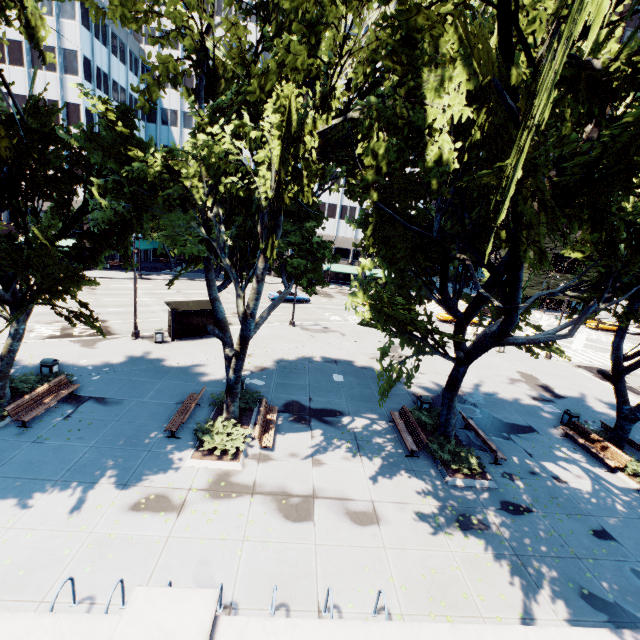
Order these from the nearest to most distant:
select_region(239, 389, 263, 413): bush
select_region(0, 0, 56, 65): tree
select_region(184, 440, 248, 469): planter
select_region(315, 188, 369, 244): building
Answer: select_region(0, 0, 56, 65): tree, select_region(184, 440, 248, 469): planter, select_region(239, 389, 263, 413): bush, select_region(315, 188, 369, 244): building

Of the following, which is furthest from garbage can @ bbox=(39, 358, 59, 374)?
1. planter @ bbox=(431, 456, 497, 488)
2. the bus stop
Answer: planter @ bbox=(431, 456, 497, 488)

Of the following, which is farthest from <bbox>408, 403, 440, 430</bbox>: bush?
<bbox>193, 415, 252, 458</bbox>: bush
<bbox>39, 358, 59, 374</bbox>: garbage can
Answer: <bbox>39, 358, 59, 374</bbox>: garbage can

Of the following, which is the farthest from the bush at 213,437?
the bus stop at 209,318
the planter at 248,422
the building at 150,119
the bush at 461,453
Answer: the building at 150,119

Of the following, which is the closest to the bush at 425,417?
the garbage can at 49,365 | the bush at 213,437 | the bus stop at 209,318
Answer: the bush at 213,437

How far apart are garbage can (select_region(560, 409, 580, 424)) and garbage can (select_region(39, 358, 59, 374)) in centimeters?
2656cm

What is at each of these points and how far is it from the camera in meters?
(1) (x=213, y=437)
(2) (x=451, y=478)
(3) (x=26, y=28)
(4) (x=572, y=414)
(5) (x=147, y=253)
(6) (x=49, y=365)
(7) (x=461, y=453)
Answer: (1) bush, 12.3 m
(2) planter, 12.1 m
(3) tree, 8.1 m
(4) garbage can, 17.3 m
(5) building, 58.7 m
(6) garbage can, 15.2 m
(7) bush, 13.5 m

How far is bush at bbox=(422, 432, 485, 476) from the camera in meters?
12.6 m
